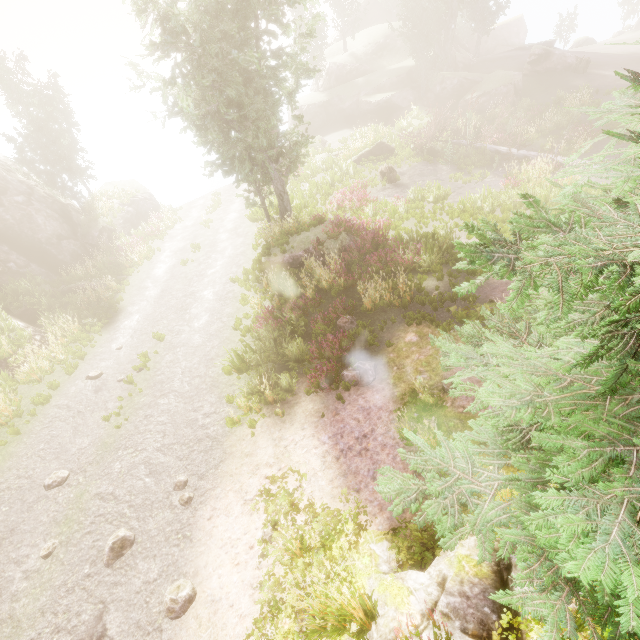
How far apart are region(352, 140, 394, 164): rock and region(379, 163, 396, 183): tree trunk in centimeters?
352cm

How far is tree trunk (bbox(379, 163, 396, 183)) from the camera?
20.9 meters

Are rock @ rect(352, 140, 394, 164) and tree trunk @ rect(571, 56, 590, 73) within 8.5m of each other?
no

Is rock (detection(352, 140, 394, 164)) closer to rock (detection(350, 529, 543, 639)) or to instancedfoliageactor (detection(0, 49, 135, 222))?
instancedfoliageactor (detection(0, 49, 135, 222))

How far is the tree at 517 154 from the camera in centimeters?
1936cm

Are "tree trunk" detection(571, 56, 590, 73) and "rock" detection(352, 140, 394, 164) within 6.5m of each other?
no

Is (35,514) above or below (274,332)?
below

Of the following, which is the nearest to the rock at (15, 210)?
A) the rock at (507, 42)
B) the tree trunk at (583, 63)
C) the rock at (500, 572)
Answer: the rock at (500, 572)
